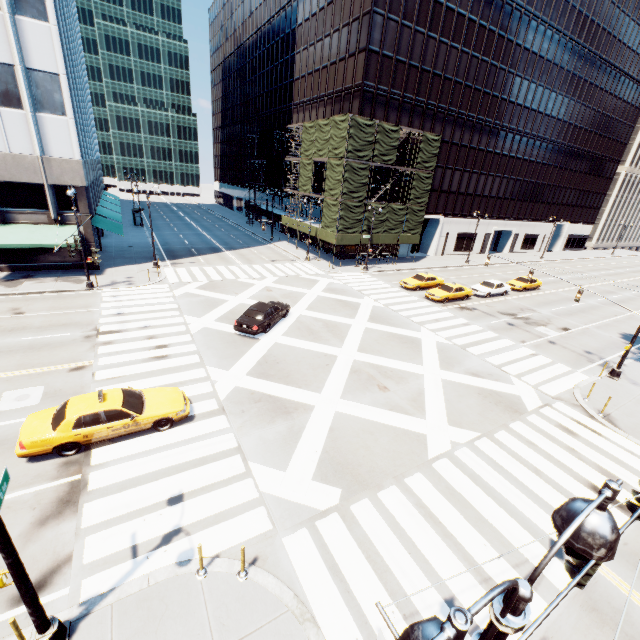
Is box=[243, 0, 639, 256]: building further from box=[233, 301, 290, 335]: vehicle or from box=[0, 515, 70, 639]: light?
box=[0, 515, 70, 639]: light

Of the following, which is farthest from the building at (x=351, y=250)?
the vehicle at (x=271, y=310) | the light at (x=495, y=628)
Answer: the light at (x=495, y=628)

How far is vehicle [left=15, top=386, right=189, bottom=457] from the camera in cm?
Answer: 1057

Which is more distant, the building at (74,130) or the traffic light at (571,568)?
the building at (74,130)

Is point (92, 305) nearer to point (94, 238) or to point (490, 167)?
point (94, 238)

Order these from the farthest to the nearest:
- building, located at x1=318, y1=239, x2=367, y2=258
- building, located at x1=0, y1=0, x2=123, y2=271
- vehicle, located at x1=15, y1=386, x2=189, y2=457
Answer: building, located at x1=318, y1=239, x2=367, y2=258 → building, located at x1=0, y1=0, x2=123, y2=271 → vehicle, located at x1=15, y1=386, x2=189, y2=457

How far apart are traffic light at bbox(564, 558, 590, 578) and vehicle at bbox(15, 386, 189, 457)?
11.9m

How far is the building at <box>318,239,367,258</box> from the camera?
42.81m
